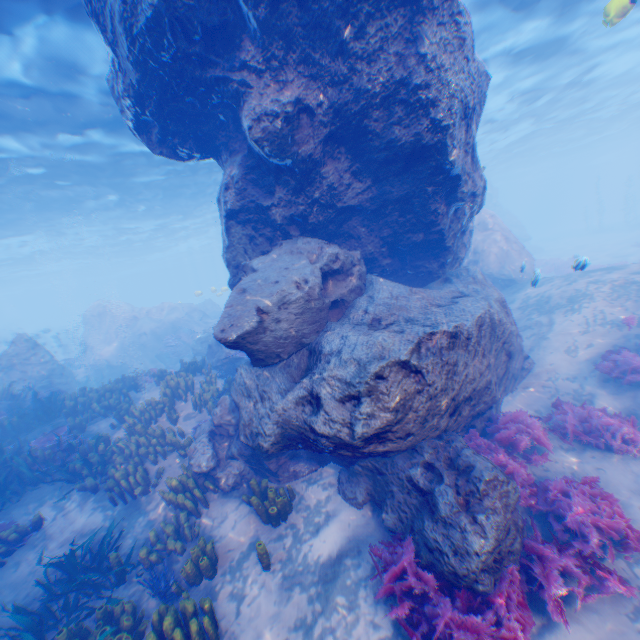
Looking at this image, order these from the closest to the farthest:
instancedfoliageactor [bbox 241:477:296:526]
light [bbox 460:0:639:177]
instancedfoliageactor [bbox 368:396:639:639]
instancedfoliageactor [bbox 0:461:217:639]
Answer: instancedfoliageactor [bbox 368:396:639:639] < instancedfoliageactor [bbox 0:461:217:639] < instancedfoliageactor [bbox 241:477:296:526] < light [bbox 460:0:639:177]

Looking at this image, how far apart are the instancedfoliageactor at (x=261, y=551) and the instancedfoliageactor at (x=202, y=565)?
0.87m

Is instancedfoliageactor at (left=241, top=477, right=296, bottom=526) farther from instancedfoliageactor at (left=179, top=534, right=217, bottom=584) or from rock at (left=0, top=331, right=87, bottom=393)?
instancedfoliageactor at (left=179, top=534, right=217, bottom=584)

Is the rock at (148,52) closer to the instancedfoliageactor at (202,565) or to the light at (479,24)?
the light at (479,24)

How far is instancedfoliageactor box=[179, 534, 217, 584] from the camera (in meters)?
5.55

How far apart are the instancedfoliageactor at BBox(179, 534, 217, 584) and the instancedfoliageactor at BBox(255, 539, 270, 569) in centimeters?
87cm

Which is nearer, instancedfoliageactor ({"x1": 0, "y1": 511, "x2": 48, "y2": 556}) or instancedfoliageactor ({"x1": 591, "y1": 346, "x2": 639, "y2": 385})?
instancedfoliageactor ({"x1": 0, "y1": 511, "x2": 48, "y2": 556})

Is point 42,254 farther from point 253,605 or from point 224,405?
point 253,605
